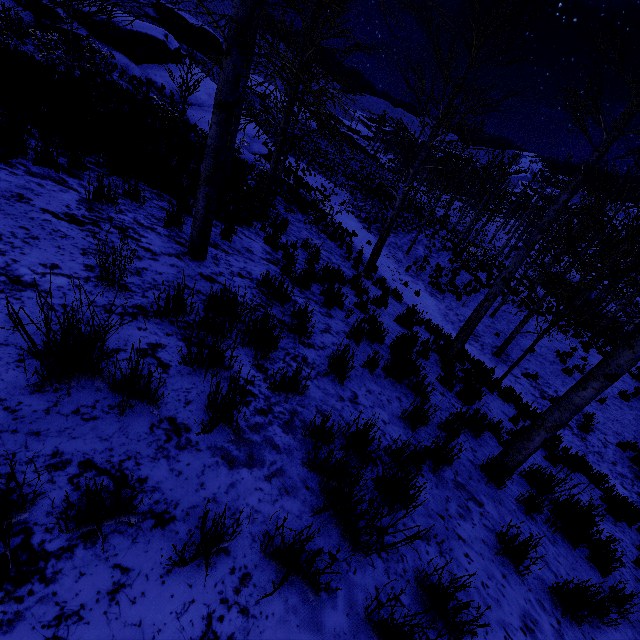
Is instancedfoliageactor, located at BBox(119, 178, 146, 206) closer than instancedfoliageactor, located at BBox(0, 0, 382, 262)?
No

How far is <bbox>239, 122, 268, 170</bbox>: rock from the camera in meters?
20.0 m

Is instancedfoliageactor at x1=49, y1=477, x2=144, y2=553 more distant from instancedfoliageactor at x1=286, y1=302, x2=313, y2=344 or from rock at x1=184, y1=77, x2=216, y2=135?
rock at x1=184, y1=77, x2=216, y2=135

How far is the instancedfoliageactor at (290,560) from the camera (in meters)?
1.42

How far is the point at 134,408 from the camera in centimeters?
185cm

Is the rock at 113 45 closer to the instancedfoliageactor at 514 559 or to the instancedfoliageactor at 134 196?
the instancedfoliageactor at 514 559

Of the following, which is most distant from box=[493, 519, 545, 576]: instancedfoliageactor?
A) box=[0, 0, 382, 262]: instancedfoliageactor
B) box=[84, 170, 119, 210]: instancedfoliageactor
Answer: box=[0, 0, 382, 262]: instancedfoliageactor

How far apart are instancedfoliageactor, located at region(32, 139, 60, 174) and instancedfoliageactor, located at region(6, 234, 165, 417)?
3.6 meters
